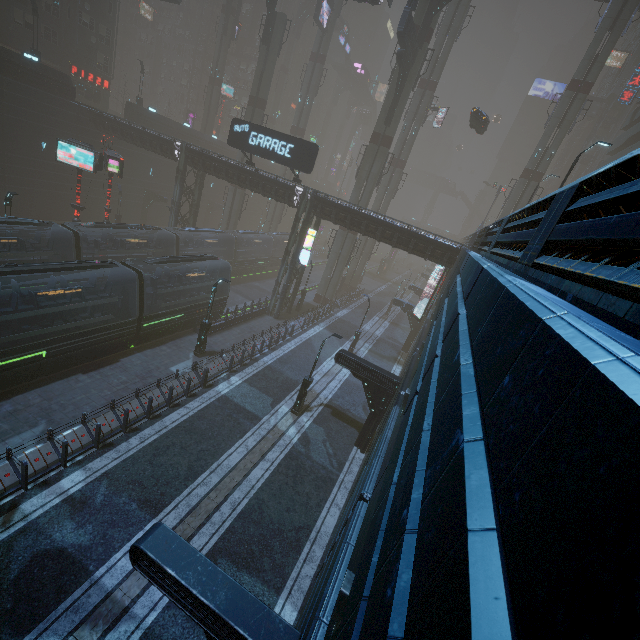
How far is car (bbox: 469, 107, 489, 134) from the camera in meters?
28.9

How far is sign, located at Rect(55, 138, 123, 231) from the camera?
23.0 meters

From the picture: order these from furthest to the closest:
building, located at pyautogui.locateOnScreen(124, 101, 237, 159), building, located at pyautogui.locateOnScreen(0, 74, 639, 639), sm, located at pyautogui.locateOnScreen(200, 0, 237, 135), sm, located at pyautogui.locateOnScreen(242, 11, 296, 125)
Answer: sm, located at pyautogui.locateOnScreen(200, 0, 237, 135), building, located at pyautogui.locateOnScreen(124, 101, 237, 159), sm, located at pyautogui.locateOnScreen(242, 11, 296, 125), building, located at pyautogui.locateOnScreen(0, 74, 639, 639)

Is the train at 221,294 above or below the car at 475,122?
below

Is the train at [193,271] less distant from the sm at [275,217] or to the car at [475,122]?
the sm at [275,217]

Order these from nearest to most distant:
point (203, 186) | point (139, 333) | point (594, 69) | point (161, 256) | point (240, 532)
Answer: point (240, 532) < point (139, 333) < point (161, 256) < point (594, 69) < point (203, 186)

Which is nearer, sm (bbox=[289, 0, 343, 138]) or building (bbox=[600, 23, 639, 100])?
sm (bbox=[289, 0, 343, 138])
